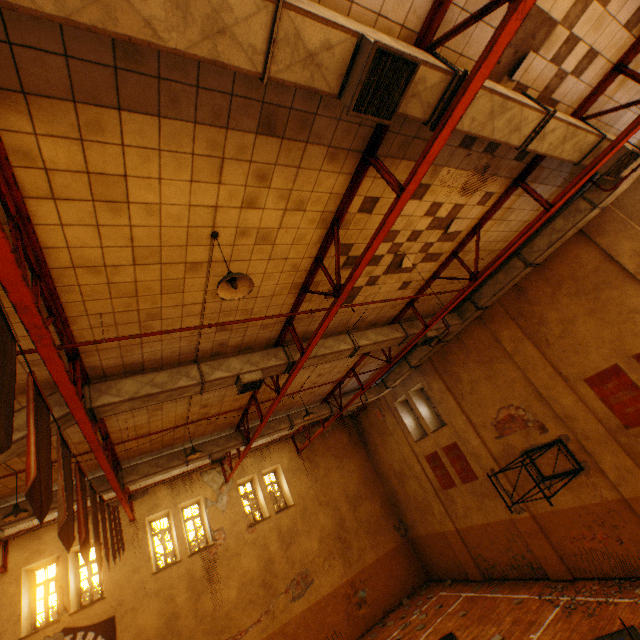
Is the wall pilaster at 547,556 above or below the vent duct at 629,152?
below

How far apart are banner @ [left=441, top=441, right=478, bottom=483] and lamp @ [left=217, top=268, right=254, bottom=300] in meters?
12.8

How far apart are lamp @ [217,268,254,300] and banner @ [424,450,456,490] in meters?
13.6

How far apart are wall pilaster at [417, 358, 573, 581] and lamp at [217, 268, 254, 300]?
11.6 meters

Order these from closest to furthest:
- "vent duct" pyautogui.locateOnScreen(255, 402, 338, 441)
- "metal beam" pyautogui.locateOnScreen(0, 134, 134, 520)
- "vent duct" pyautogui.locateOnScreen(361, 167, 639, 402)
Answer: "metal beam" pyautogui.locateOnScreen(0, 134, 134, 520) → "vent duct" pyautogui.locateOnScreen(361, 167, 639, 402) → "vent duct" pyautogui.locateOnScreen(255, 402, 338, 441)

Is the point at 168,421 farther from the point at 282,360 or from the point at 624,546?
the point at 624,546

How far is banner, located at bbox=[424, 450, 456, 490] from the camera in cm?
1416

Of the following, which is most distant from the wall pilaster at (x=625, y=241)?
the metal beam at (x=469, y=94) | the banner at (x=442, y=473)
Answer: the banner at (x=442, y=473)
